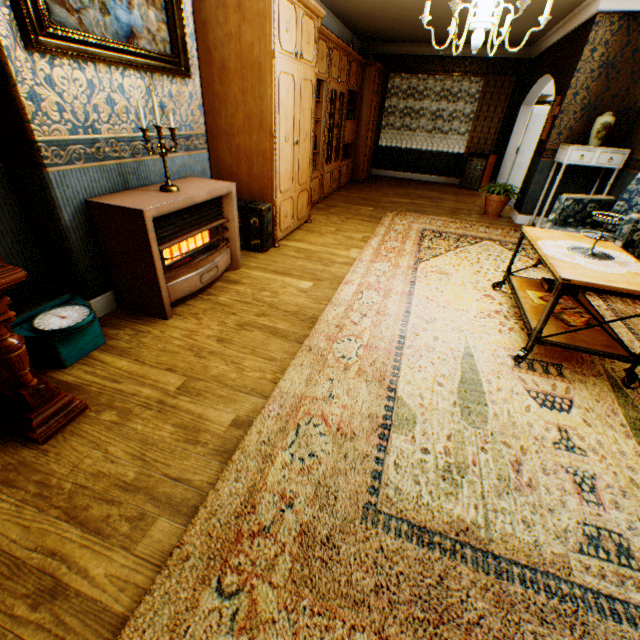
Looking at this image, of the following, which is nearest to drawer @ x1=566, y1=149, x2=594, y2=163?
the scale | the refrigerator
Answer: the refrigerator

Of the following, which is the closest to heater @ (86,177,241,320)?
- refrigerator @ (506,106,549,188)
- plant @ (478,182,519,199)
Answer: plant @ (478,182,519,199)

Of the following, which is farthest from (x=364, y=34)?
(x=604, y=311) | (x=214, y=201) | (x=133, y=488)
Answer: (x=133, y=488)

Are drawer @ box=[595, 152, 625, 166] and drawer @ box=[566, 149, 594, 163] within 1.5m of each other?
yes

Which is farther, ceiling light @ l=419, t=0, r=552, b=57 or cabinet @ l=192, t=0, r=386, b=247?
cabinet @ l=192, t=0, r=386, b=247

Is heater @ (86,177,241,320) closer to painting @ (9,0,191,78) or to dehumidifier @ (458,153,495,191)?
painting @ (9,0,191,78)

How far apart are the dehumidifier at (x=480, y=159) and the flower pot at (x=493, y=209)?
2.6m

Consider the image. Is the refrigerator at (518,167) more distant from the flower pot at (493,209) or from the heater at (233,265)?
the heater at (233,265)
